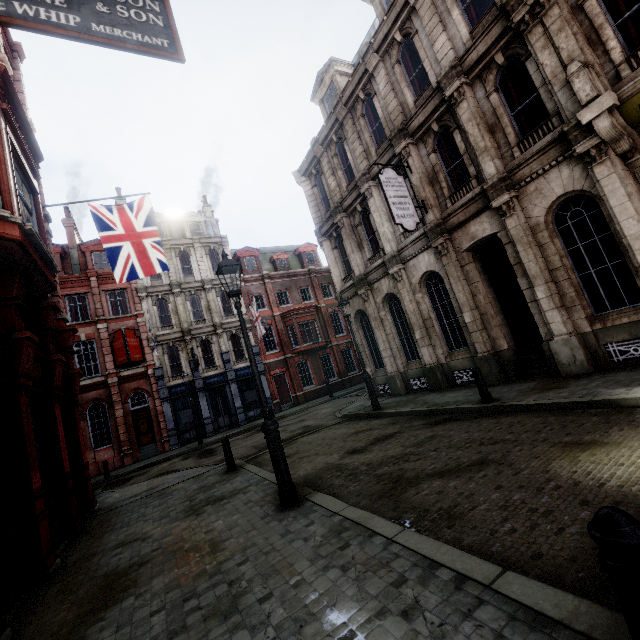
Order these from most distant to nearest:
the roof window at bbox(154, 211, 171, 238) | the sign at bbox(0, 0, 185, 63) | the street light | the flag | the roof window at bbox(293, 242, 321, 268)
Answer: the roof window at bbox(293, 242, 321, 268), the roof window at bbox(154, 211, 171, 238), the flag, the street light, the sign at bbox(0, 0, 185, 63)

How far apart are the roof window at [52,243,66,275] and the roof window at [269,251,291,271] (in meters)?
16.64

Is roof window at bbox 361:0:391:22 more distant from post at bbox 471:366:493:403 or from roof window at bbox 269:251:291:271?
roof window at bbox 269:251:291:271

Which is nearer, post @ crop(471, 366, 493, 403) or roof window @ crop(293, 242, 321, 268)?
post @ crop(471, 366, 493, 403)

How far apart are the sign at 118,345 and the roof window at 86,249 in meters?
5.1

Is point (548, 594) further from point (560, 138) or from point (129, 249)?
point (129, 249)

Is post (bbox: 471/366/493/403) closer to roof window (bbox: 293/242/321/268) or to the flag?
the flag

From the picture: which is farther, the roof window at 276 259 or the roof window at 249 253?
the roof window at 276 259
